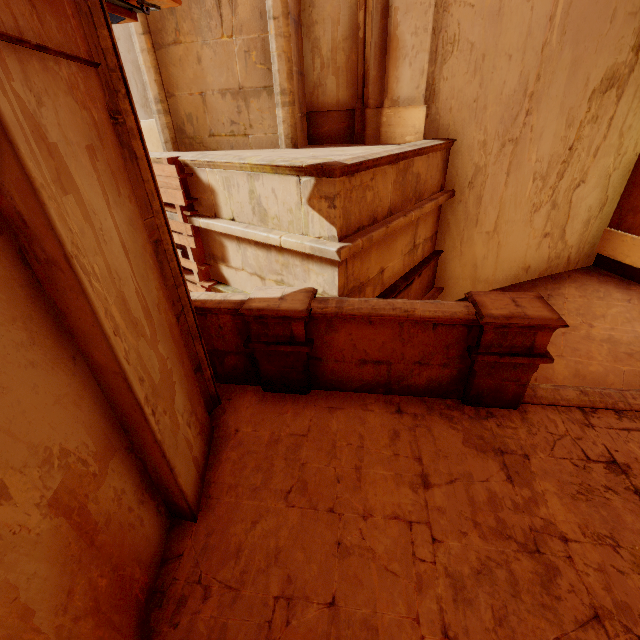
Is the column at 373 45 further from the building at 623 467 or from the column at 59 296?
the column at 59 296

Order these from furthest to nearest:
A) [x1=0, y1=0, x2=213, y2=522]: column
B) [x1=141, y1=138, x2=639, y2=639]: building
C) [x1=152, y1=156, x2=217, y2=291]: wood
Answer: [x1=152, y1=156, x2=217, y2=291]: wood
[x1=141, y1=138, x2=639, y2=639]: building
[x1=0, y1=0, x2=213, y2=522]: column

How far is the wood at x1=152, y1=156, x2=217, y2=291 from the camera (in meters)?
5.04

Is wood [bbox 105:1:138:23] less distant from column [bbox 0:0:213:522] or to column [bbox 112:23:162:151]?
column [bbox 0:0:213:522]

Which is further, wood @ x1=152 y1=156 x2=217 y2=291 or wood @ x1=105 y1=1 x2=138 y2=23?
wood @ x1=152 y1=156 x2=217 y2=291

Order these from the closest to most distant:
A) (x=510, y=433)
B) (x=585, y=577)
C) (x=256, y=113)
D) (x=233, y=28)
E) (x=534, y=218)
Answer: (x=585, y=577)
(x=510, y=433)
(x=233, y=28)
(x=256, y=113)
(x=534, y=218)

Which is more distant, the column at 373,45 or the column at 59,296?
the column at 373,45

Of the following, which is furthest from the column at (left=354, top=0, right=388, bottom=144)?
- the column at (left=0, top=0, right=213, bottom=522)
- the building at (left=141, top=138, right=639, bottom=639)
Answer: the column at (left=0, top=0, right=213, bottom=522)
